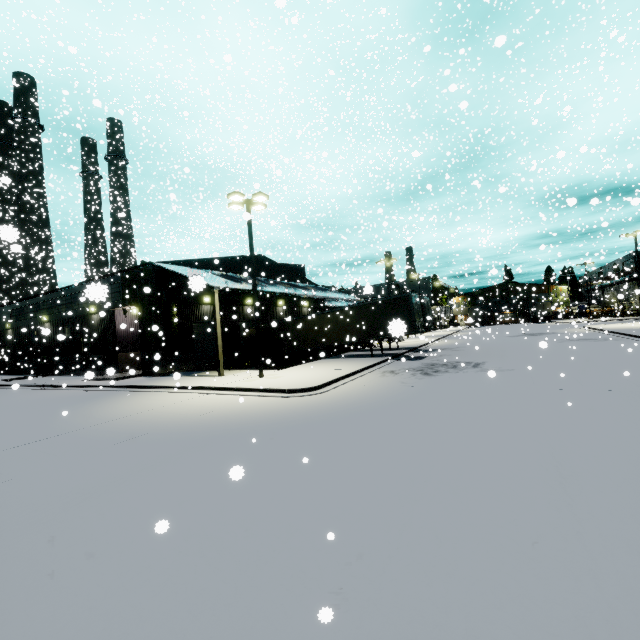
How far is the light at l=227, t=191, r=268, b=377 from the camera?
16.8 meters

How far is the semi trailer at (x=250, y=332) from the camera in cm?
2840

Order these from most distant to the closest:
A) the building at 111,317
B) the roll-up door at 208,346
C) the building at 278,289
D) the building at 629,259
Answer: the building at 629,259 < the building at 278,289 < the roll-up door at 208,346 < the building at 111,317

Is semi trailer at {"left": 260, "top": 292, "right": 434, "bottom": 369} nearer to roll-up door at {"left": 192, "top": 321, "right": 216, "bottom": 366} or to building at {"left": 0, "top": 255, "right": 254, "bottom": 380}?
building at {"left": 0, "top": 255, "right": 254, "bottom": 380}

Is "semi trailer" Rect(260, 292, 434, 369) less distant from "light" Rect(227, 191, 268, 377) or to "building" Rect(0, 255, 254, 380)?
"building" Rect(0, 255, 254, 380)

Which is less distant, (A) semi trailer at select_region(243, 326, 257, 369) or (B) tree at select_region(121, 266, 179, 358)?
(B) tree at select_region(121, 266, 179, 358)

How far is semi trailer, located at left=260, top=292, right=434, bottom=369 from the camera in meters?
21.6

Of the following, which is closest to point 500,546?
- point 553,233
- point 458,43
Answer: point 553,233
